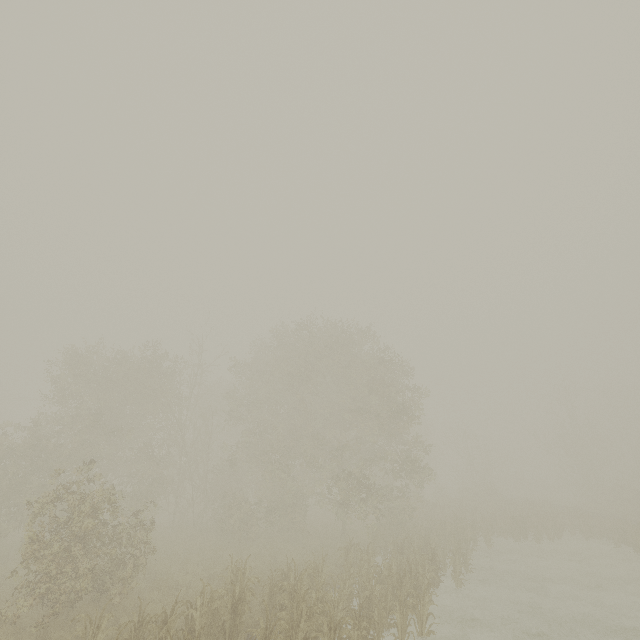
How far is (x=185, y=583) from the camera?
12.6m
